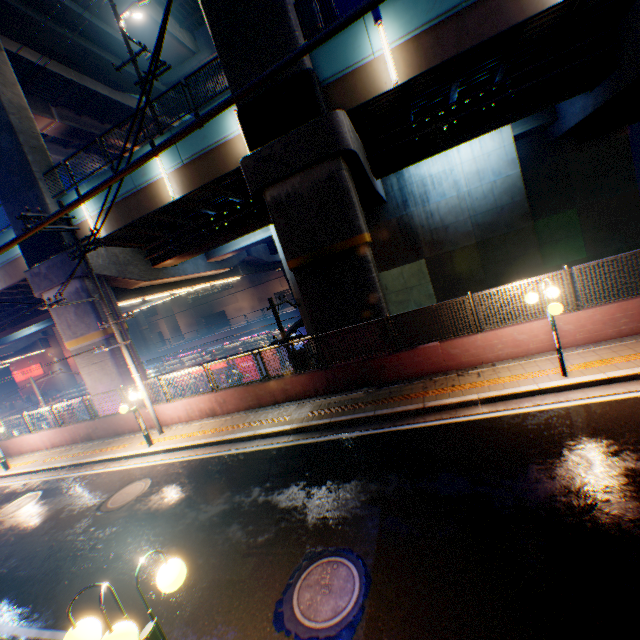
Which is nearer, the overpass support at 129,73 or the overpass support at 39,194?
the overpass support at 39,194

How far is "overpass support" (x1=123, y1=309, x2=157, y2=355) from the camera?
55.3m

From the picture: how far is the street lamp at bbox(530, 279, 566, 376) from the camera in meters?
7.1

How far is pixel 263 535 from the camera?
6.3m

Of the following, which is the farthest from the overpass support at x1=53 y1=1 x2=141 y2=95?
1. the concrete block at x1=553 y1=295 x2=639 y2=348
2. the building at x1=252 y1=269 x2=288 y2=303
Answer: the building at x1=252 y1=269 x2=288 y2=303

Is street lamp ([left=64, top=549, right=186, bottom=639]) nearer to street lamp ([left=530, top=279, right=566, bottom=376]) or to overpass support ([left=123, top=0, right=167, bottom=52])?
street lamp ([left=530, top=279, right=566, bottom=376])

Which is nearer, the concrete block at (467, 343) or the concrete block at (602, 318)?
the concrete block at (602, 318)

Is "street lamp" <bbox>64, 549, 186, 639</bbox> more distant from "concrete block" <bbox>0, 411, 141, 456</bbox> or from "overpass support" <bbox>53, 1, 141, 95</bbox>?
"overpass support" <bbox>53, 1, 141, 95</bbox>
